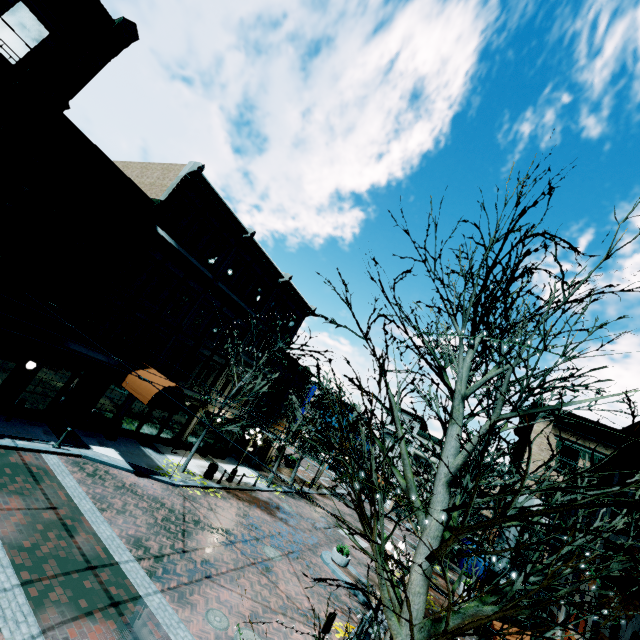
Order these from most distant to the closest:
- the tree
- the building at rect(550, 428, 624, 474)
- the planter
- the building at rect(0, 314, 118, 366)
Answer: the building at rect(550, 428, 624, 474)
the planter
the building at rect(0, 314, 118, 366)
the tree

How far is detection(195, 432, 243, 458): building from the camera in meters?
23.3

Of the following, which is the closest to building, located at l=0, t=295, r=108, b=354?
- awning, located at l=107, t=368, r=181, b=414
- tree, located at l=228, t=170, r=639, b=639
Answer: awning, located at l=107, t=368, r=181, b=414

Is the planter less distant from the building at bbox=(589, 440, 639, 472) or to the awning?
the building at bbox=(589, 440, 639, 472)

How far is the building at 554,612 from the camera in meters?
10.8

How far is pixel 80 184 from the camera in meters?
13.1

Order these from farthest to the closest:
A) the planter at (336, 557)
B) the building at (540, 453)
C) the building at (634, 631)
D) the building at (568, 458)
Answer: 1. the building at (540, 453)
2. the building at (568, 458)
3. the planter at (336, 557)
4. the building at (634, 631)
